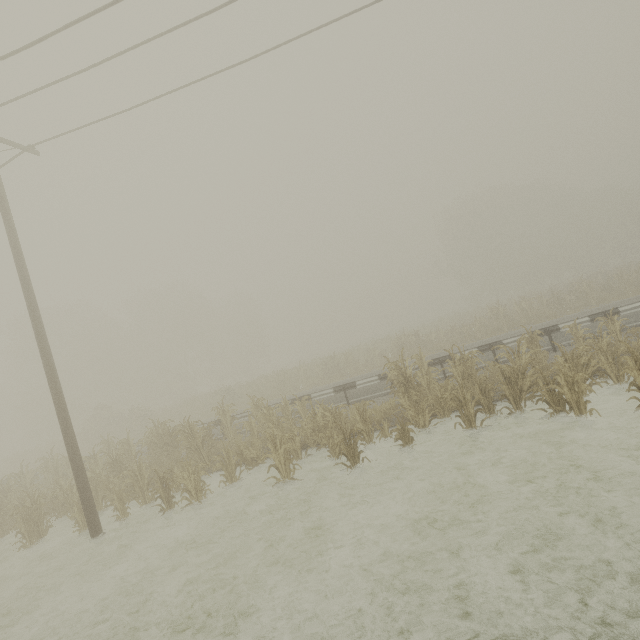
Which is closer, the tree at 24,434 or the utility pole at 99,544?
the utility pole at 99,544

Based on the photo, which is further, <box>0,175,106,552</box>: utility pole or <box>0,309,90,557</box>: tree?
<box>0,309,90,557</box>: tree

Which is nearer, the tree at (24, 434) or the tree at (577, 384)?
the tree at (577, 384)

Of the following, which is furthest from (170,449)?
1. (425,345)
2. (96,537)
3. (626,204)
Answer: (626,204)

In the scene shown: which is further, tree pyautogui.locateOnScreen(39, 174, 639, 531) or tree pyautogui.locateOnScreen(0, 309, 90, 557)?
tree pyautogui.locateOnScreen(0, 309, 90, 557)
